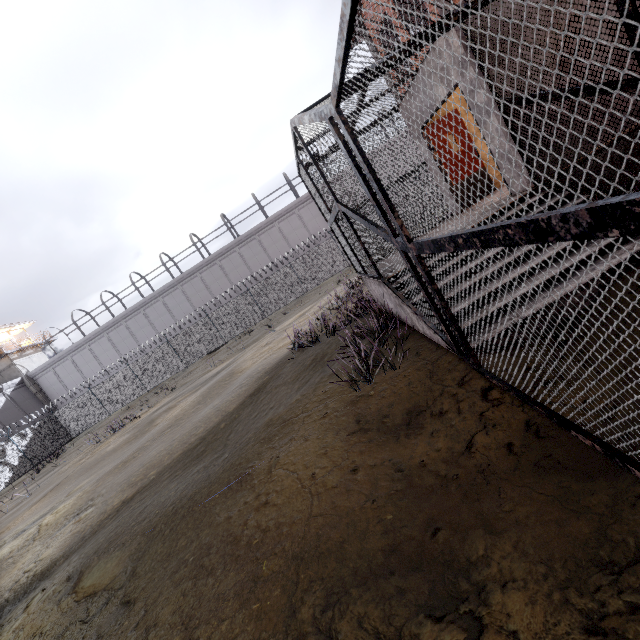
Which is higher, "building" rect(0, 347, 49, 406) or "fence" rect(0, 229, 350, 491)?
"building" rect(0, 347, 49, 406)

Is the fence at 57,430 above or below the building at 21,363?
below

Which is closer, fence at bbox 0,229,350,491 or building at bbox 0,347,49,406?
fence at bbox 0,229,350,491

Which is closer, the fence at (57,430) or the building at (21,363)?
the fence at (57,430)

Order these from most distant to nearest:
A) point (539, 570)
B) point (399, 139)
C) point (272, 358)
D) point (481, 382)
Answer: point (272, 358), point (399, 139), point (481, 382), point (539, 570)
